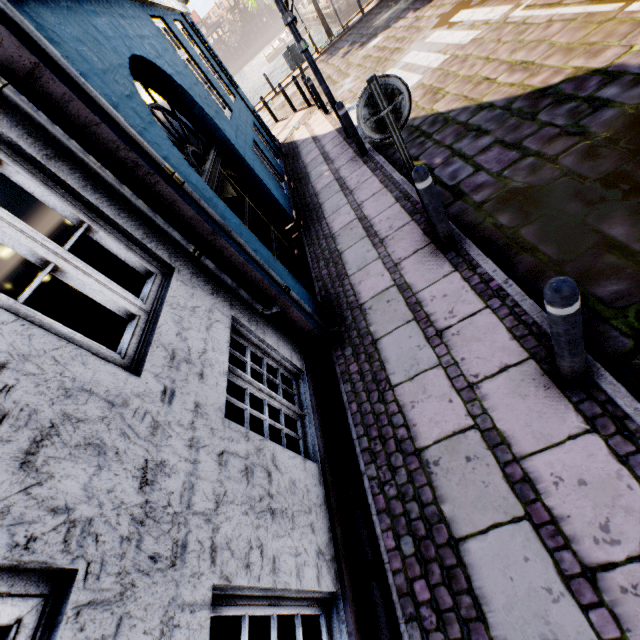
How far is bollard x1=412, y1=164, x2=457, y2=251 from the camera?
3.2m

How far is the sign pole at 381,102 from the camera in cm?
285

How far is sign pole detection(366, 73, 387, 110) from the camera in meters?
2.9 m

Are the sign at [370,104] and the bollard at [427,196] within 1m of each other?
yes

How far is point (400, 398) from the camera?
3.1m

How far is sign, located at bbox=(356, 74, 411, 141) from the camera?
2.9 meters

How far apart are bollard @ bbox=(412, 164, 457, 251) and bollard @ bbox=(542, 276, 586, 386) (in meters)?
1.82

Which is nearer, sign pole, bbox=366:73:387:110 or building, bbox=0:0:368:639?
building, bbox=0:0:368:639
